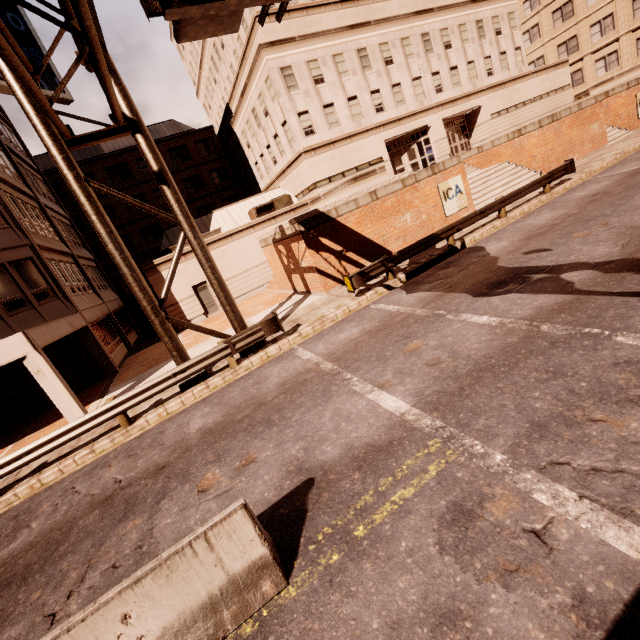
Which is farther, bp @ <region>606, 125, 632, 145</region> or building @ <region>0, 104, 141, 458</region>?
bp @ <region>606, 125, 632, 145</region>

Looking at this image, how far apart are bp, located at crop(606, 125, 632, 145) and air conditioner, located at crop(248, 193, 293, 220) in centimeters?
2175cm

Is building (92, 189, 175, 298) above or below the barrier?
above

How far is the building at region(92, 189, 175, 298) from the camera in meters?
21.3

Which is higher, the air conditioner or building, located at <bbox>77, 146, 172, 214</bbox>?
building, located at <bbox>77, 146, 172, 214</bbox>

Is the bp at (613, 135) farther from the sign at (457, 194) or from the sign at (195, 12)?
the sign at (195, 12)

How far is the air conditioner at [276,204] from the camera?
25.0m

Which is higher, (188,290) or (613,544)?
(188,290)
